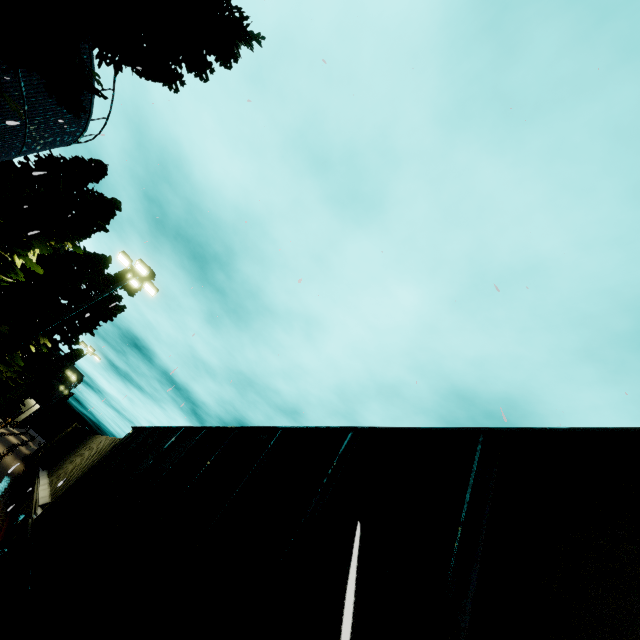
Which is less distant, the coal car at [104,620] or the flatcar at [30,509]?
the coal car at [104,620]

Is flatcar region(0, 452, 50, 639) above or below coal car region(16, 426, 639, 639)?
below

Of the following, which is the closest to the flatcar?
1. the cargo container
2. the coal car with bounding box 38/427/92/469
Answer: the cargo container

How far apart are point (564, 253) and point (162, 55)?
11.47m

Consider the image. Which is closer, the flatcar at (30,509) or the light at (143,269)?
the flatcar at (30,509)

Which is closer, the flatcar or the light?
the flatcar

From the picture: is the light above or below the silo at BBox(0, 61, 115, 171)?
below

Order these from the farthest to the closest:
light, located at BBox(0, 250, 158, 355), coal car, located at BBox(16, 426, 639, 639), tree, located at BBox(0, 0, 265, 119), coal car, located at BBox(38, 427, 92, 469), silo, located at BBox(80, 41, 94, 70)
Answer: coal car, located at BBox(38, 427, 92, 469) < silo, located at BBox(80, 41, 94, 70) < light, located at BBox(0, 250, 158, 355) < tree, located at BBox(0, 0, 265, 119) < coal car, located at BBox(16, 426, 639, 639)
